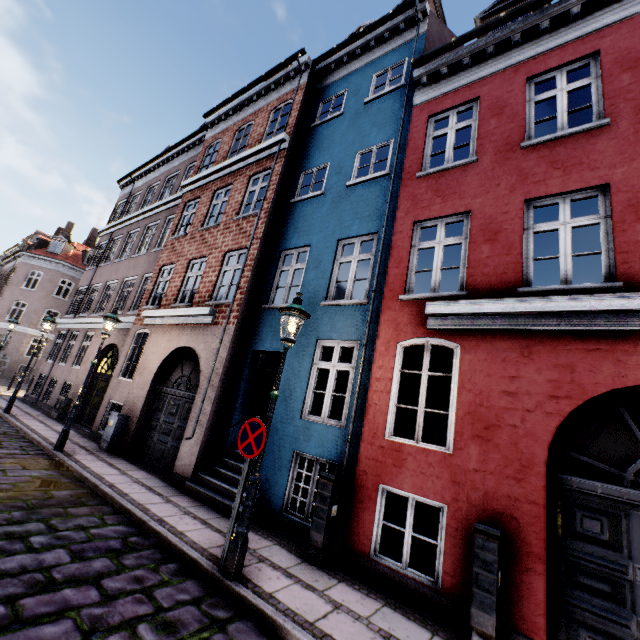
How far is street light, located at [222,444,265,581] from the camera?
4.1m

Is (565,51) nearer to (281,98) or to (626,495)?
(626,495)

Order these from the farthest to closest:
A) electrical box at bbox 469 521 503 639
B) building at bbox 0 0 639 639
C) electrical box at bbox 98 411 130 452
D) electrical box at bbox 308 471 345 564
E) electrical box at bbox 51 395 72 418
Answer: electrical box at bbox 51 395 72 418 → electrical box at bbox 98 411 130 452 → electrical box at bbox 308 471 345 564 → building at bbox 0 0 639 639 → electrical box at bbox 469 521 503 639

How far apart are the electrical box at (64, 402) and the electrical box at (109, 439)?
5.3m

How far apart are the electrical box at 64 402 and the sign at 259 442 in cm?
1274

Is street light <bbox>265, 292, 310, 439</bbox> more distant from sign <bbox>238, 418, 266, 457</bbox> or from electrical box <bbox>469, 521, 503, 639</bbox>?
electrical box <bbox>469, 521, 503, 639</bbox>

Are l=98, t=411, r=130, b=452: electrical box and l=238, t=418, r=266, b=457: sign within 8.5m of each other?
yes

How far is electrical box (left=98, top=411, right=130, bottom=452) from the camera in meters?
9.4
